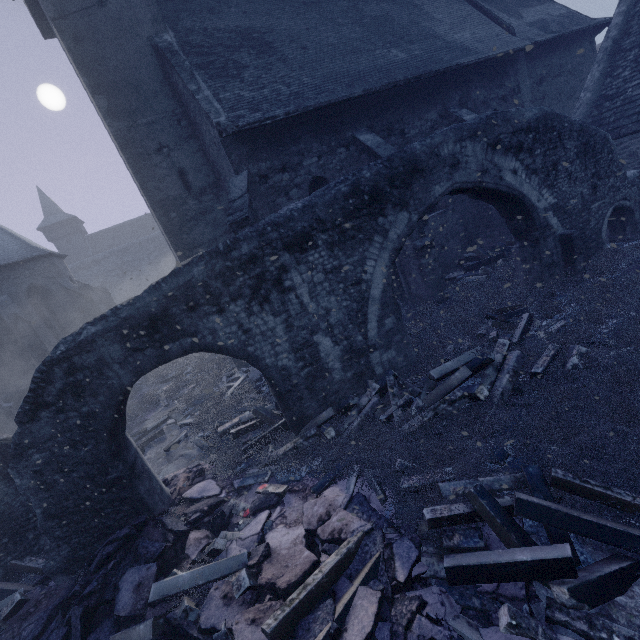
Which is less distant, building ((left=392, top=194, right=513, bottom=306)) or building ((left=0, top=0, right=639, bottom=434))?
building ((left=0, top=0, right=639, bottom=434))

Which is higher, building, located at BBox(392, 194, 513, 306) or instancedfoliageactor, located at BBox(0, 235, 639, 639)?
building, located at BBox(392, 194, 513, 306)

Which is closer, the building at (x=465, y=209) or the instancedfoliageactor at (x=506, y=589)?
the instancedfoliageactor at (x=506, y=589)

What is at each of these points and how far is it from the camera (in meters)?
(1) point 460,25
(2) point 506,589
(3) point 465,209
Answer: (1) building, 13.04
(2) instancedfoliageactor, 3.28
(3) building, 12.95

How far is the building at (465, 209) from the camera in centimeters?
1066cm

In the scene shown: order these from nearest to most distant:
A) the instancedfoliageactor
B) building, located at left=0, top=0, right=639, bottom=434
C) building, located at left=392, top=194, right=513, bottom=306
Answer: the instancedfoliageactor, building, located at left=0, top=0, right=639, bottom=434, building, located at left=392, top=194, right=513, bottom=306

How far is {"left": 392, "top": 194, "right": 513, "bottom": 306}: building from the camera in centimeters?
1066cm
